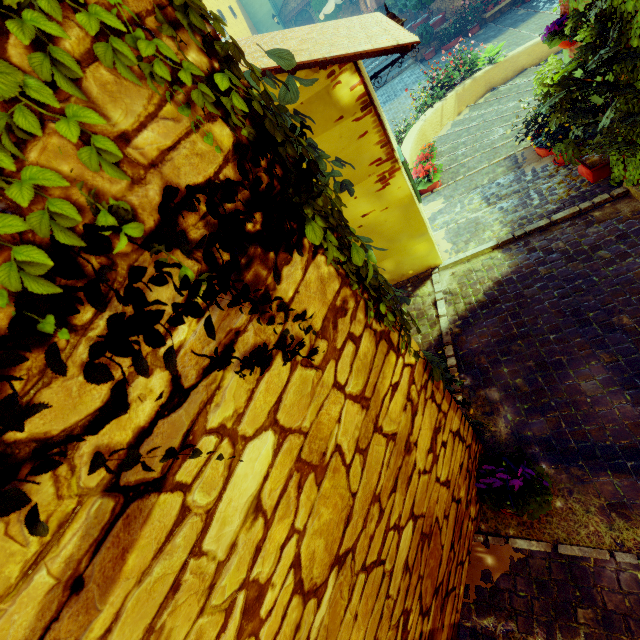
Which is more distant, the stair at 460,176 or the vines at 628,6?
the stair at 460,176

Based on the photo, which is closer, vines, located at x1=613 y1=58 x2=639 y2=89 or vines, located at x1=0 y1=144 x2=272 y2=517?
vines, located at x1=0 y1=144 x2=272 y2=517

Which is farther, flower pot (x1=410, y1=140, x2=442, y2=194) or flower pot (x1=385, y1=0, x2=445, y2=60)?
flower pot (x1=385, y1=0, x2=445, y2=60)

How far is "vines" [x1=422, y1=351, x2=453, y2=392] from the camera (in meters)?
1.92

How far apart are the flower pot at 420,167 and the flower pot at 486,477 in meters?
5.6 m

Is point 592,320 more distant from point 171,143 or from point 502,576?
point 171,143

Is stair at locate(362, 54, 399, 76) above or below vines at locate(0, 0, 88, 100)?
below

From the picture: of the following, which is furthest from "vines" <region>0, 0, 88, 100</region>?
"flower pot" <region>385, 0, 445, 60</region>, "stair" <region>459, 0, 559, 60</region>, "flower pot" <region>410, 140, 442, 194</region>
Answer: "flower pot" <region>385, 0, 445, 60</region>
